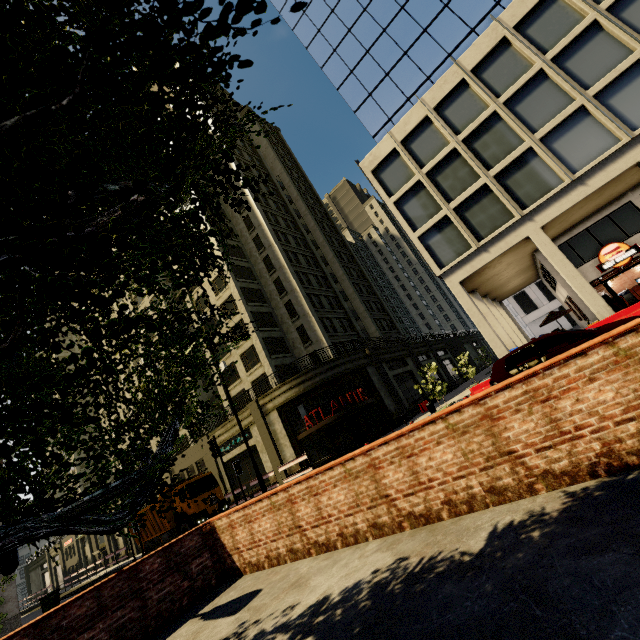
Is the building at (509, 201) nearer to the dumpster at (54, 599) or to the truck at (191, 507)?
the dumpster at (54, 599)

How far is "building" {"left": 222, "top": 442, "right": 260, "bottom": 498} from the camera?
27.3m

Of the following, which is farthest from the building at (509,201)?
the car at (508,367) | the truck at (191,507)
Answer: the car at (508,367)

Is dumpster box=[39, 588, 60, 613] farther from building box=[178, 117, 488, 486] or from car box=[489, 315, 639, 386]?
car box=[489, 315, 639, 386]

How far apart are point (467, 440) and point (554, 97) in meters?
20.4

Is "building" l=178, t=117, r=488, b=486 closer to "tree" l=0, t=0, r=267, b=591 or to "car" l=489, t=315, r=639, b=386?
"tree" l=0, t=0, r=267, b=591

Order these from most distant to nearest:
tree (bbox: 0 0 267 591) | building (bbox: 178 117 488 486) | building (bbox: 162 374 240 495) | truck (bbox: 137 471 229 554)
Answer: building (bbox: 162 374 240 495), building (bbox: 178 117 488 486), truck (bbox: 137 471 229 554), tree (bbox: 0 0 267 591)
